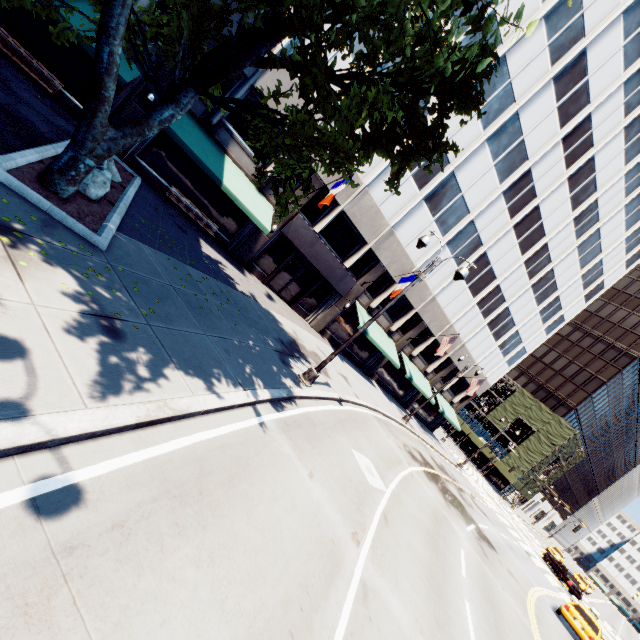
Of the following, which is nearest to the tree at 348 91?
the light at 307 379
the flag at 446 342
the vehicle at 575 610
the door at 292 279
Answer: the light at 307 379

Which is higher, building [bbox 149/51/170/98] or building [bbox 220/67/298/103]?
building [bbox 220/67/298/103]

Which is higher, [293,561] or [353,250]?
[353,250]

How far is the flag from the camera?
25.9m

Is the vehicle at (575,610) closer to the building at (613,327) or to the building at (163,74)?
the building at (163,74)

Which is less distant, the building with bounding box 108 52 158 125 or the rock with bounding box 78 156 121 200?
the rock with bounding box 78 156 121 200

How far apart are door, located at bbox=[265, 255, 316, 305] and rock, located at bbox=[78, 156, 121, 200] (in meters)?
12.11

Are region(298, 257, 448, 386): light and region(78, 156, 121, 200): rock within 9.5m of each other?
yes
